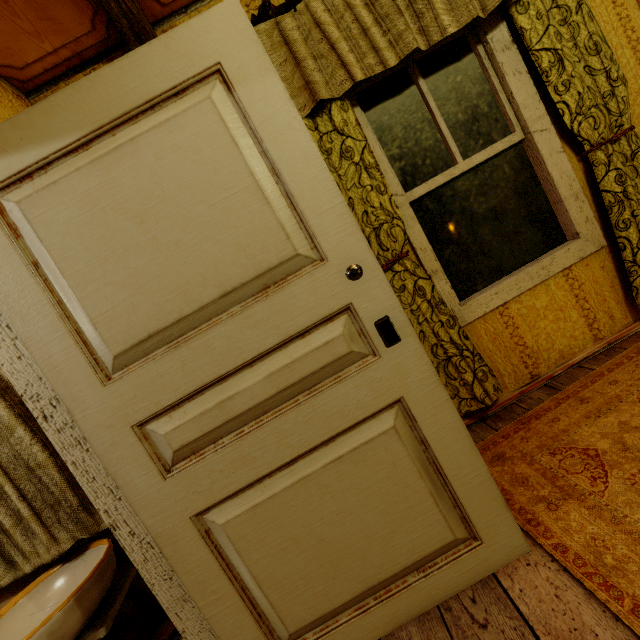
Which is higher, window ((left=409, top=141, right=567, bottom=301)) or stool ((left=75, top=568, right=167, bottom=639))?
window ((left=409, top=141, right=567, bottom=301))

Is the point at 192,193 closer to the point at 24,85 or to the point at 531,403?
the point at 24,85

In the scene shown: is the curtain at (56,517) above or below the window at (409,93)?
below

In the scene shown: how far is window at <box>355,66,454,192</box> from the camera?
1.9m

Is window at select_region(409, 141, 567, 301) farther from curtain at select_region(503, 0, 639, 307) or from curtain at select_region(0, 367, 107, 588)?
curtain at select_region(0, 367, 107, 588)

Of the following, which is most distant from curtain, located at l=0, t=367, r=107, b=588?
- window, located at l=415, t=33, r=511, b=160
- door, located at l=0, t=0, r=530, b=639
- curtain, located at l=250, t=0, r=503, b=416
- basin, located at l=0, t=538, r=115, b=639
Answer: window, located at l=415, t=33, r=511, b=160

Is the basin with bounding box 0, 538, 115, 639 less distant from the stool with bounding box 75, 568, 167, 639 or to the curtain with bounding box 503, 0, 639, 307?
the stool with bounding box 75, 568, 167, 639

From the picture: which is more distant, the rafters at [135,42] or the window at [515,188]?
the window at [515,188]
